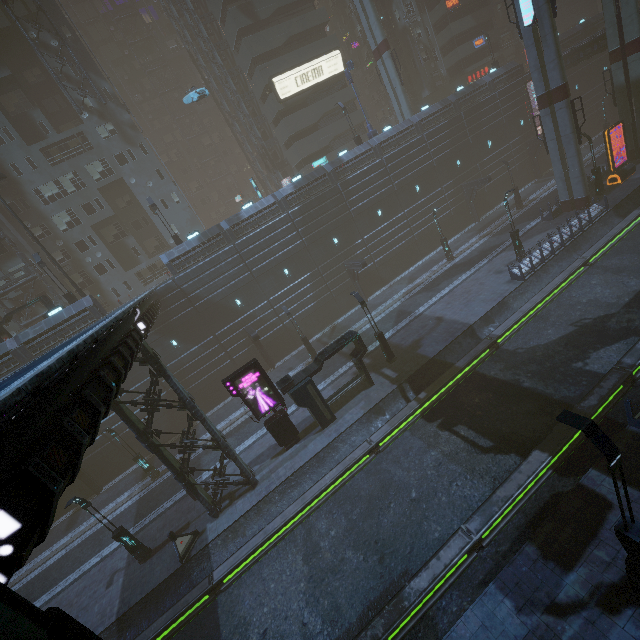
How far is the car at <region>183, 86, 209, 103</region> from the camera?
34.12m

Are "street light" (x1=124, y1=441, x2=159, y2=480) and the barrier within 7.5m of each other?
no

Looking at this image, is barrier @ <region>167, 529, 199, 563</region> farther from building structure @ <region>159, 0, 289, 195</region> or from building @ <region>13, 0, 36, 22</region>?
building structure @ <region>159, 0, 289, 195</region>

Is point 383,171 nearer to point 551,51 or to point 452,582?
point 551,51

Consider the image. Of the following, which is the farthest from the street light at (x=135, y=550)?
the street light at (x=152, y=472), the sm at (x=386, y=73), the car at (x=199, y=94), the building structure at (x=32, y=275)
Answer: the sm at (x=386, y=73)

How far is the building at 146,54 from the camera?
55.2 meters

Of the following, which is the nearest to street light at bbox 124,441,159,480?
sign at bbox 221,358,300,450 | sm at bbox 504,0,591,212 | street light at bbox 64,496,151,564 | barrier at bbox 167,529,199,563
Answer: street light at bbox 64,496,151,564

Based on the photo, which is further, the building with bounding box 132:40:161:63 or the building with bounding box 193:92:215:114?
the building with bounding box 193:92:215:114
